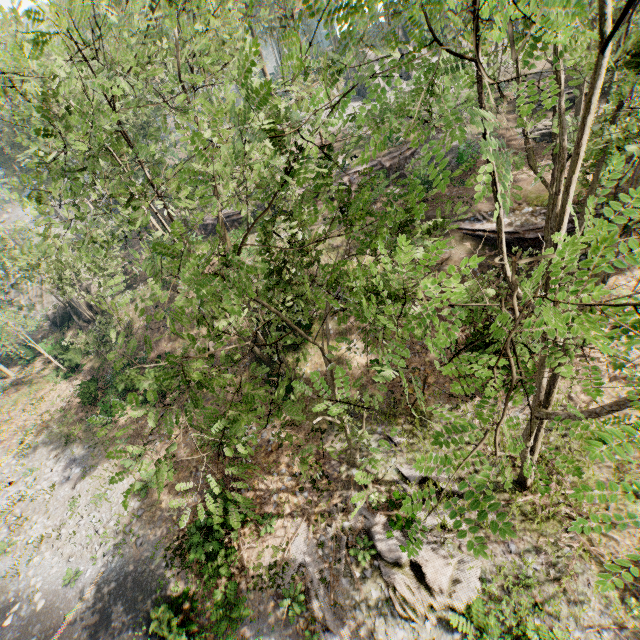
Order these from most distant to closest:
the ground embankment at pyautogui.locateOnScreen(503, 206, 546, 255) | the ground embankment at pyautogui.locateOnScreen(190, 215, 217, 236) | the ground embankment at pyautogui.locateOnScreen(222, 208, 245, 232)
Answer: the ground embankment at pyautogui.locateOnScreen(190, 215, 217, 236), the ground embankment at pyautogui.locateOnScreen(222, 208, 245, 232), the ground embankment at pyautogui.locateOnScreen(503, 206, 546, 255)

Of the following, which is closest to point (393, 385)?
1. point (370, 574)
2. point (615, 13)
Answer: point (370, 574)

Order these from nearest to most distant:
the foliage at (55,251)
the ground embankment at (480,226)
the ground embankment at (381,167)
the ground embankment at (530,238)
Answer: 1. the foliage at (55,251)
2. the ground embankment at (530,238)
3. the ground embankment at (480,226)
4. the ground embankment at (381,167)

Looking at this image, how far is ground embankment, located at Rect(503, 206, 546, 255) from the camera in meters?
18.4 m

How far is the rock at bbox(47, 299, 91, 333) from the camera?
33.3 meters

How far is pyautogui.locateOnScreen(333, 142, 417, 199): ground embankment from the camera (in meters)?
27.13

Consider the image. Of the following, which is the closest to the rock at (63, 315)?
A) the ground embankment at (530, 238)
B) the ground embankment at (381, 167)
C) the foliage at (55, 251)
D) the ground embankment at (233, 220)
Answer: the ground embankment at (233, 220)

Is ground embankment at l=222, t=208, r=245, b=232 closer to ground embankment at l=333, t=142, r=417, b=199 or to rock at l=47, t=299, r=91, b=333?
rock at l=47, t=299, r=91, b=333
